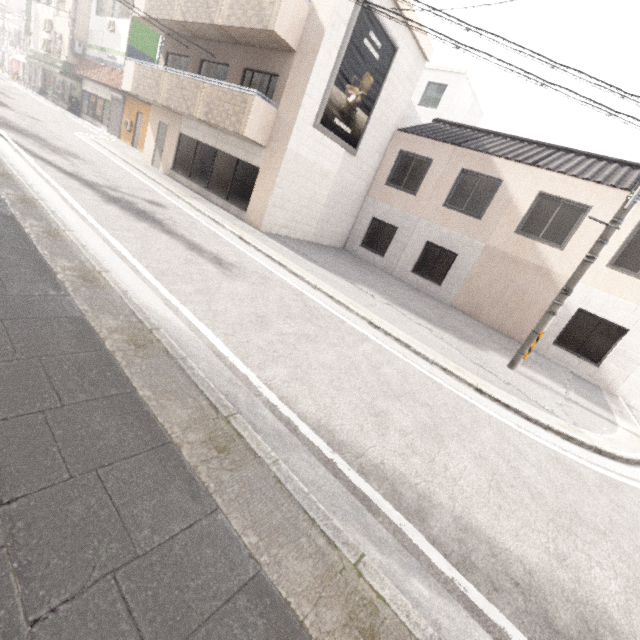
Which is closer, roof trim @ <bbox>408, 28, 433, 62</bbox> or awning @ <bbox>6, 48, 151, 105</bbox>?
roof trim @ <bbox>408, 28, 433, 62</bbox>

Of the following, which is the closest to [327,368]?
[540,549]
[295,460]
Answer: [295,460]

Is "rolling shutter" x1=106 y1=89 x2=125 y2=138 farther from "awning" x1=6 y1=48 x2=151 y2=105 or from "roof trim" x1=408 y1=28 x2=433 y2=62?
"roof trim" x1=408 y1=28 x2=433 y2=62

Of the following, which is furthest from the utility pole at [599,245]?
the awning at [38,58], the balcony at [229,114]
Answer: the awning at [38,58]

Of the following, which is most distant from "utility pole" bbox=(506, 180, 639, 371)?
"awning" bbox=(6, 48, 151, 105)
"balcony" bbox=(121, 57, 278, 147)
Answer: "awning" bbox=(6, 48, 151, 105)

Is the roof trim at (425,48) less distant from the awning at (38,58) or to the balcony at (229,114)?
the balcony at (229,114)

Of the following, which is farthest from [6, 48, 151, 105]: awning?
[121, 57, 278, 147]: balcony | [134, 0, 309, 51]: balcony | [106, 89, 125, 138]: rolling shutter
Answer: [134, 0, 309, 51]: balcony

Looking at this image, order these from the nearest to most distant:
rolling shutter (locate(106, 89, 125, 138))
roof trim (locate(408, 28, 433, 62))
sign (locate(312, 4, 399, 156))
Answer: sign (locate(312, 4, 399, 156)) < roof trim (locate(408, 28, 433, 62)) < rolling shutter (locate(106, 89, 125, 138))
